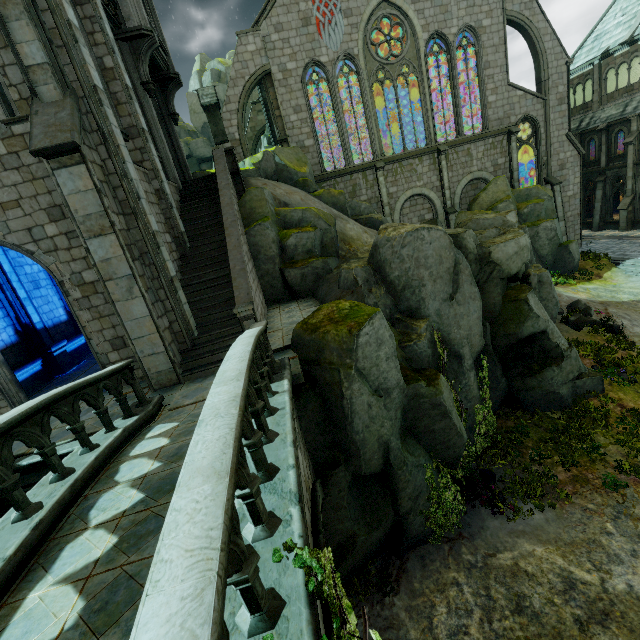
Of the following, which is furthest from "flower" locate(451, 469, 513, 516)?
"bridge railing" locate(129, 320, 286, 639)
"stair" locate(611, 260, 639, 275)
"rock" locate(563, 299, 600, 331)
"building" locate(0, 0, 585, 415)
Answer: "stair" locate(611, 260, 639, 275)

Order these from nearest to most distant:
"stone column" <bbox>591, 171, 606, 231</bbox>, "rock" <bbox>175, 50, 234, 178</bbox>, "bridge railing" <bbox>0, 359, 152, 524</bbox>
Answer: "bridge railing" <bbox>0, 359, 152, 524</bbox> → "stone column" <bbox>591, 171, 606, 231</bbox> → "rock" <bbox>175, 50, 234, 178</bbox>

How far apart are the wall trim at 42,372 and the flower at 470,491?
15.30m

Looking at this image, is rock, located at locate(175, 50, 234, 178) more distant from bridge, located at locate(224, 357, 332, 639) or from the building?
bridge, located at locate(224, 357, 332, 639)

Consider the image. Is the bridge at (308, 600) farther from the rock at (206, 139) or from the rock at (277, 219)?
the rock at (206, 139)

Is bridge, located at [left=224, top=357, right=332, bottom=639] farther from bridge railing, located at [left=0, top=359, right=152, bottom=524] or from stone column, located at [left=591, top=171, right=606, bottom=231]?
stone column, located at [left=591, top=171, right=606, bottom=231]

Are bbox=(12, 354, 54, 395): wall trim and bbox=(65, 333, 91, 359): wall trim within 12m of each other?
yes

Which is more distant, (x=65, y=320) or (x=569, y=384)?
(x=65, y=320)
